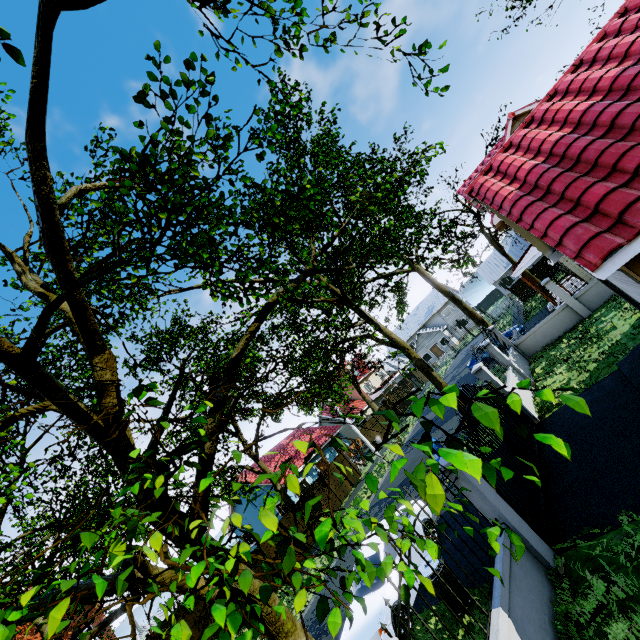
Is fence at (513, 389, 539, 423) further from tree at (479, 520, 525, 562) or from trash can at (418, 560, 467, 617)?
trash can at (418, 560, 467, 617)

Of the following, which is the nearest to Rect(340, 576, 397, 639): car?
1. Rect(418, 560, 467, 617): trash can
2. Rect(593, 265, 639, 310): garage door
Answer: Rect(418, 560, 467, 617): trash can

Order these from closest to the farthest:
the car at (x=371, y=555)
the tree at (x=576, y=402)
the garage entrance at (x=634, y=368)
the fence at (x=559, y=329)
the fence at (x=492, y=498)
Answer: the tree at (x=576, y=402) < the fence at (x=492, y=498) < the garage entrance at (x=634, y=368) < the car at (x=371, y=555) < the fence at (x=559, y=329)

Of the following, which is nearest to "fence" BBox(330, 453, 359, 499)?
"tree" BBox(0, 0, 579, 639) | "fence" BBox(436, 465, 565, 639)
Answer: "tree" BBox(0, 0, 579, 639)

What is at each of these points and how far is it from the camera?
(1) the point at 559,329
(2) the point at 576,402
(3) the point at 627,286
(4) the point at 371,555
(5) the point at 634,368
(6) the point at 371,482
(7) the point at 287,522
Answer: (1) fence, 15.21m
(2) tree, 1.54m
(3) garage door, 7.06m
(4) car, 8.62m
(5) garage entrance, 8.15m
(6) tree, 1.91m
(7) fence, 20.08m

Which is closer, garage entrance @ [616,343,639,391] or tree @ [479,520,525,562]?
tree @ [479,520,525,562]

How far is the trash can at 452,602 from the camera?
6.3m

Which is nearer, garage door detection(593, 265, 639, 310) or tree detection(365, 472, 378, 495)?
tree detection(365, 472, 378, 495)
